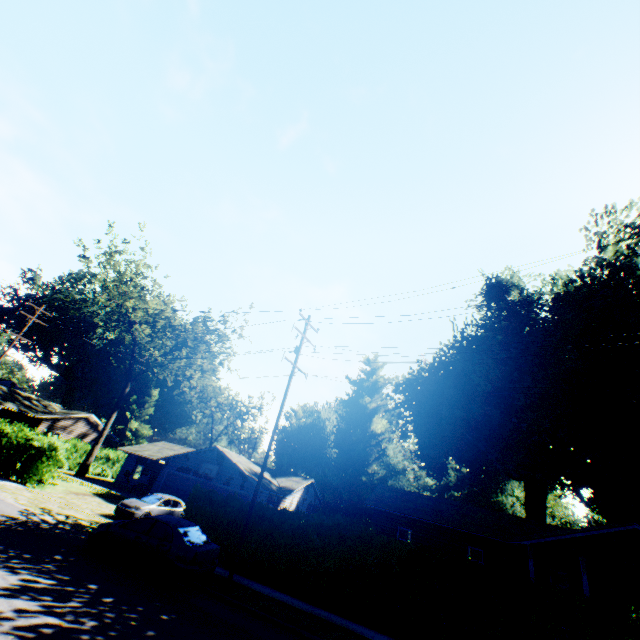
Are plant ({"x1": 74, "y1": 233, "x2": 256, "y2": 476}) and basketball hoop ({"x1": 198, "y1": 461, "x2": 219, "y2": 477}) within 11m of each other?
no

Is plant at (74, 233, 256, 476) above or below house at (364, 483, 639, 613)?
above

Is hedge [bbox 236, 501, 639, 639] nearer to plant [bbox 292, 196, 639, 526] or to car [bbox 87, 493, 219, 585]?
car [bbox 87, 493, 219, 585]

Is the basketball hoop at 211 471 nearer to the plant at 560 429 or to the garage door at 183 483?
the garage door at 183 483

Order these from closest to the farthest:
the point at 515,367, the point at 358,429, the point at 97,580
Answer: the point at 97,580
the point at 515,367
the point at 358,429

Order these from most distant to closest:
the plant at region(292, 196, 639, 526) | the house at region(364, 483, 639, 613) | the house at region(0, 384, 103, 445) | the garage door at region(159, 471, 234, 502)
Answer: the house at region(0, 384, 103, 445) < the garage door at region(159, 471, 234, 502) < the plant at region(292, 196, 639, 526) < the house at region(364, 483, 639, 613)

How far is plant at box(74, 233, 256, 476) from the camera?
37.2 meters

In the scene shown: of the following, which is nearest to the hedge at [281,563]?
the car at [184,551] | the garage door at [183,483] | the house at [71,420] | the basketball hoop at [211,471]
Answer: the car at [184,551]
